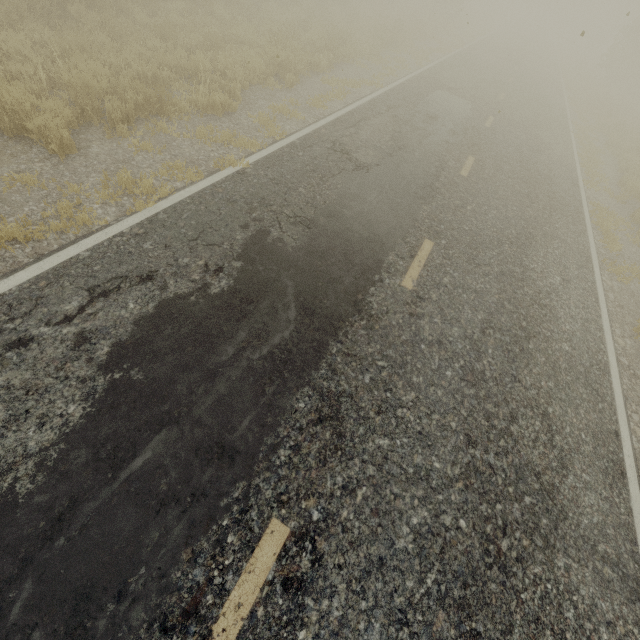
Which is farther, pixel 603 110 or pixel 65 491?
pixel 603 110
